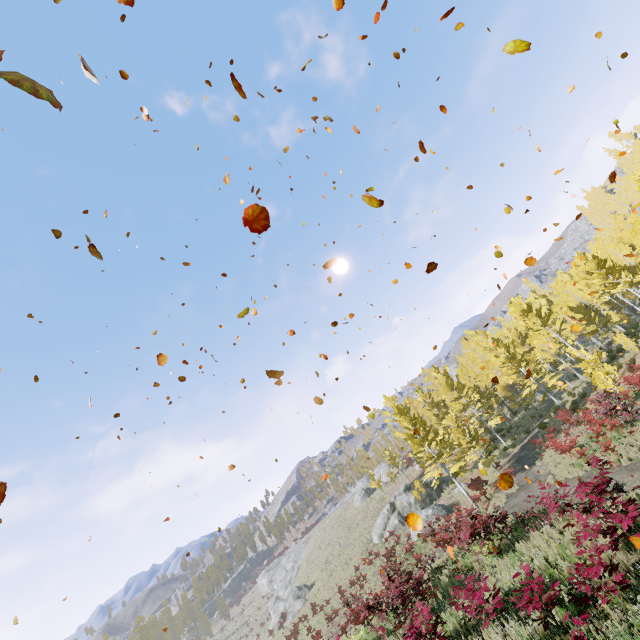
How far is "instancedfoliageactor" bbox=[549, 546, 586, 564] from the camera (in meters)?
5.93

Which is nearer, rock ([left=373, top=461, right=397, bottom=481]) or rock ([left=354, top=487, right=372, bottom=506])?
rock ([left=354, top=487, right=372, bottom=506])

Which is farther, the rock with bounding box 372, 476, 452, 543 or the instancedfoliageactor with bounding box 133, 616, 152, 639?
the instancedfoliageactor with bounding box 133, 616, 152, 639

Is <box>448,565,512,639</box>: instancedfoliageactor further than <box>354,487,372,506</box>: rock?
No

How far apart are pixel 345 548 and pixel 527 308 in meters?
35.7

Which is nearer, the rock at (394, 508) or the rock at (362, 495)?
the rock at (394, 508)

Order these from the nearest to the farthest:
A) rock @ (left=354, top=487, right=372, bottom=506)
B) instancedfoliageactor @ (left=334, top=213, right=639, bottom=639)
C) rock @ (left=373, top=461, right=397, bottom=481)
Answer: instancedfoliageactor @ (left=334, top=213, right=639, bottom=639) → rock @ (left=354, top=487, right=372, bottom=506) → rock @ (left=373, top=461, right=397, bottom=481)

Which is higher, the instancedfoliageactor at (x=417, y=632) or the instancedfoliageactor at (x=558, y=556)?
the instancedfoliageactor at (x=558, y=556)
